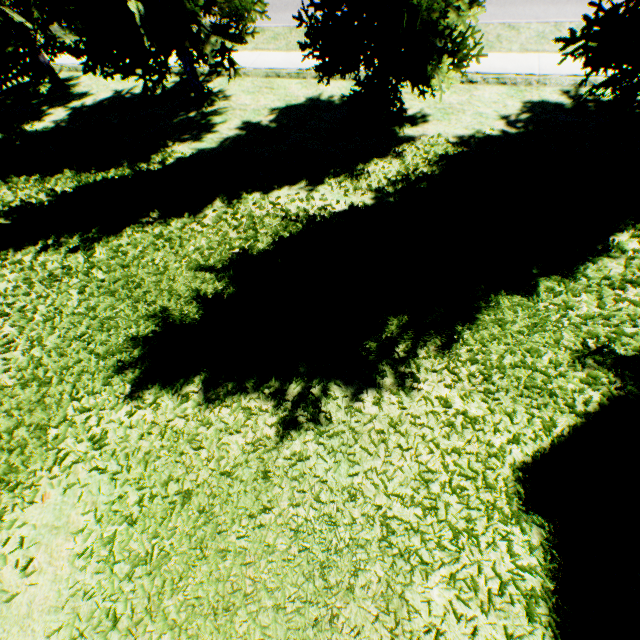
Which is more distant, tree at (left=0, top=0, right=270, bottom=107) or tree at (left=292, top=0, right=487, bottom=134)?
tree at (left=0, top=0, right=270, bottom=107)

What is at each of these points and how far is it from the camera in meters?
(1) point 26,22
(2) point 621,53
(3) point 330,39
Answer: (1) tree, 8.8 m
(2) tree, 5.7 m
(3) tree, 5.7 m

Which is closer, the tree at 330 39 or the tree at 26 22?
the tree at 330 39
